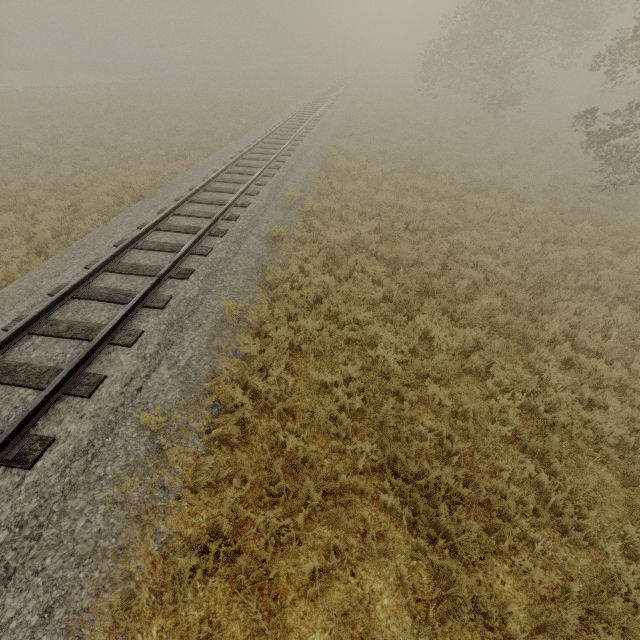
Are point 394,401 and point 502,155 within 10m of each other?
no
